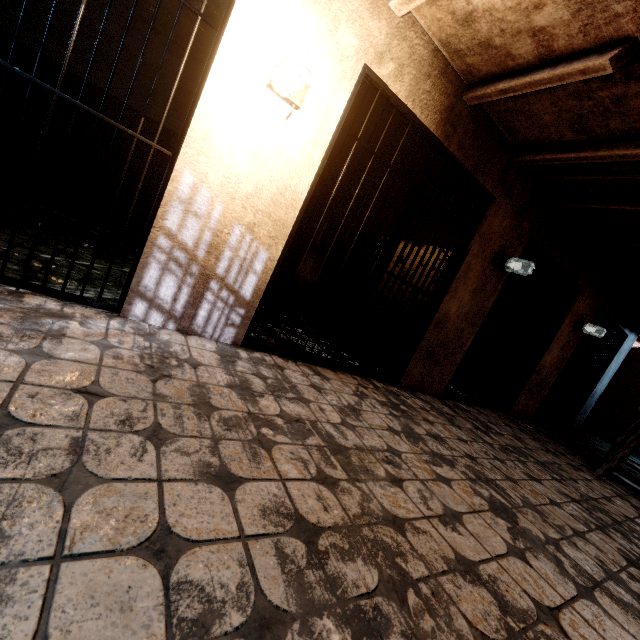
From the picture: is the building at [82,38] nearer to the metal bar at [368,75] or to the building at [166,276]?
the building at [166,276]

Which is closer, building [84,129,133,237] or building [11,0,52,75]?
building [11,0,52,75]

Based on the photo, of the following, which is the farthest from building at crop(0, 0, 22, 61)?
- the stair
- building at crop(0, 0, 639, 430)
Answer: the stair

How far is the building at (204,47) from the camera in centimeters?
419cm

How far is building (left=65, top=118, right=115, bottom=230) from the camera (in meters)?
4.52

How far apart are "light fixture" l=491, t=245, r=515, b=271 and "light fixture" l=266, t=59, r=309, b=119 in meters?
2.9 m

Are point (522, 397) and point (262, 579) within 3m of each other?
no
